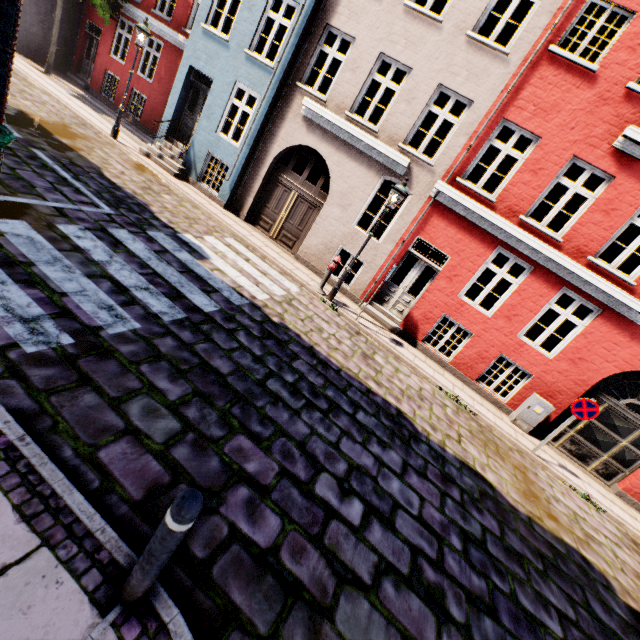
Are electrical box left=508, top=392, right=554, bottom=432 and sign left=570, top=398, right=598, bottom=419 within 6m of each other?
yes

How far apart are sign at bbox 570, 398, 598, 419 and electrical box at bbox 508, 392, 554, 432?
1.2 meters

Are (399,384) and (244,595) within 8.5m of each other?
yes

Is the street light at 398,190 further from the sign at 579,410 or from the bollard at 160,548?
the bollard at 160,548

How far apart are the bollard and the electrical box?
9.94m

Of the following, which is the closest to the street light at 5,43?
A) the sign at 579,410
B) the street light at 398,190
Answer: the street light at 398,190

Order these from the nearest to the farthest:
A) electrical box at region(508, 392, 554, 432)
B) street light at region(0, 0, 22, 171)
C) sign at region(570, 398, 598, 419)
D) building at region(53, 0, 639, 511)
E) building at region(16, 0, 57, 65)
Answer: street light at region(0, 0, 22, 171), sign at region(570, 398, 598, 419), building at region(53, 0, 639, 511), electrical box at region(508, 392, 554, 432), building at region(16, 0, 57, 65)

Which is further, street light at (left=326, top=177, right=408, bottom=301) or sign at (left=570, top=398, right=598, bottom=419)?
street light at (left=326, top=177, right=408, bottom=301)
